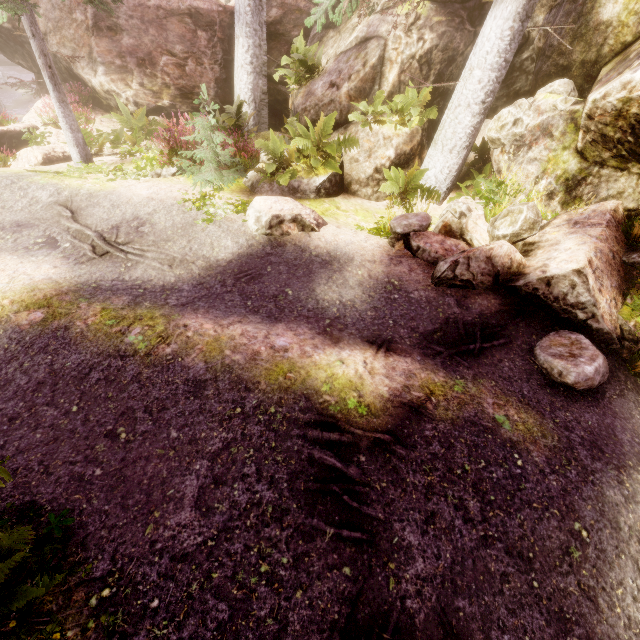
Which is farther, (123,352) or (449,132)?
(449,132)

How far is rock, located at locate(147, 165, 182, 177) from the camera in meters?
8.9

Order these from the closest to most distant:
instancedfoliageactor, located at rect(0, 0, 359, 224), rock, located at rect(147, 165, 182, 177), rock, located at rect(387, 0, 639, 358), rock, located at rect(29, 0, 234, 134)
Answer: rock, located at rect(387, 0, 639, 358)
instancedfoliageactor, located at rect(0, 0, 359, 224)
rock, located at rect(147, 165, 182, 177)
rock, located at rect(29, 0, 234, 134)

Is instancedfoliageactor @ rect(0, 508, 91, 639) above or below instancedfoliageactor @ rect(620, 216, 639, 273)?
below

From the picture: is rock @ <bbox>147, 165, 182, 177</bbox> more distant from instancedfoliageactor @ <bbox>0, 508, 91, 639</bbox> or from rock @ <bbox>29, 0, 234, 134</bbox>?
rock @ <bbox>29, 0, 234, 134</bbox>

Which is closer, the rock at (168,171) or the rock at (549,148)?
the rock at (549,148)

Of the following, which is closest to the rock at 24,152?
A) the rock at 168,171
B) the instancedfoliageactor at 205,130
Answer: the instancedfoliageactor at 205,130

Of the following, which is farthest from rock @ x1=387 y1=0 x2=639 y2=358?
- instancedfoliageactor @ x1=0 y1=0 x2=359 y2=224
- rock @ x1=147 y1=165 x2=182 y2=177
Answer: rock @ x1=147 y1=165 x2=182 y2=177
